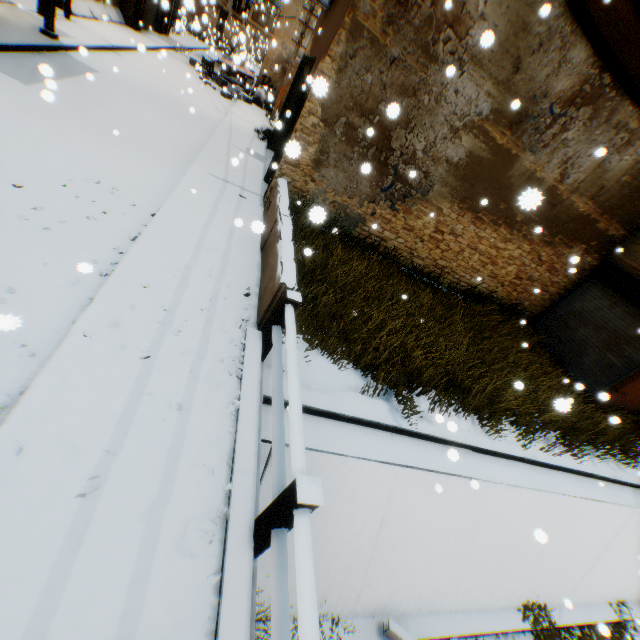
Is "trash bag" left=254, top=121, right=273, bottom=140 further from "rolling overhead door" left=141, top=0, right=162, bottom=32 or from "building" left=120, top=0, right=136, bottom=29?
"rolling overhead door" left=141, top=0, right=162, bottom=32

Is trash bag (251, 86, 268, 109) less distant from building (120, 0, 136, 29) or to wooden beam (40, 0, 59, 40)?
building (120, 0, 136, 29)

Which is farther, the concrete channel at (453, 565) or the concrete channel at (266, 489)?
the concrete channel at (453, 565)

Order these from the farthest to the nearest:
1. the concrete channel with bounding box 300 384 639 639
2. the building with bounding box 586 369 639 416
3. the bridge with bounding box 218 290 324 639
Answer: the building with bounding box 586 369 639 416, the concrete channel with bounding box 300 384 639 639, the bridge with bounding box 218 290 324 639

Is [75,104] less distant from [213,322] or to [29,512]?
[213,322]

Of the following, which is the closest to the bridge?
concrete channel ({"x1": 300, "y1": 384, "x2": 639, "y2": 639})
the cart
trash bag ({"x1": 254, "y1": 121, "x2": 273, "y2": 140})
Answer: concrete channel ({"x1": 300, "y1": 384, "x2": 639, "y2": 639})

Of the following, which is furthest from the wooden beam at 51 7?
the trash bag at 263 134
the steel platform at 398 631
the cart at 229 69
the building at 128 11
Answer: the steel platform at 398 631

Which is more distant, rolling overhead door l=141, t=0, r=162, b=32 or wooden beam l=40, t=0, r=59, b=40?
rolling overhead door l=141, t=0, r=162, b=32
